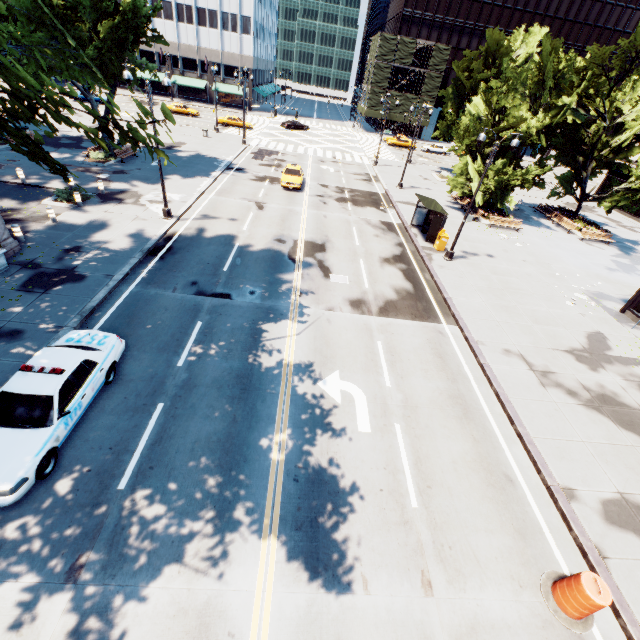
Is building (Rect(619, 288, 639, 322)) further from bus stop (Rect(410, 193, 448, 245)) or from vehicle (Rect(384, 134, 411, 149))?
vehicle (Rect(384, 134, 411, 149))

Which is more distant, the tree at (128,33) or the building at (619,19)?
the building at (619,19)

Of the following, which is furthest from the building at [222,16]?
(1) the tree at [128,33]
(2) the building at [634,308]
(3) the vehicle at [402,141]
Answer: (2) the building at [634,308]

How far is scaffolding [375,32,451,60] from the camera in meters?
58.1

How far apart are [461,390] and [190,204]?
20.7m

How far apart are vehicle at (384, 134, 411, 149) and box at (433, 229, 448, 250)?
43.1 meters

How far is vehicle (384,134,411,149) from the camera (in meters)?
56.75

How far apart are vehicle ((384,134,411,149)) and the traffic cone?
62.0 meters
